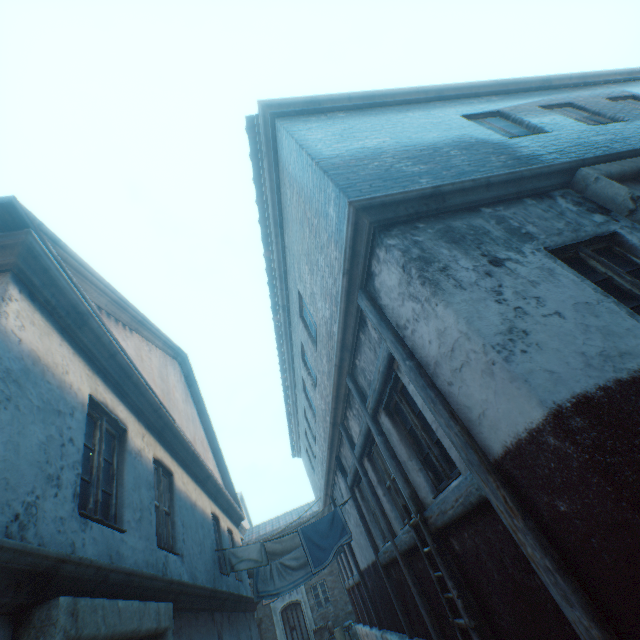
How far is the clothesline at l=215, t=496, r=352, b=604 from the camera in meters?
7.2

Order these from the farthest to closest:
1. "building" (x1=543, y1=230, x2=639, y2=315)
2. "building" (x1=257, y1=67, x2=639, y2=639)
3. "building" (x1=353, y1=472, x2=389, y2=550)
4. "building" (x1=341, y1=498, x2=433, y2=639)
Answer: "building" (x1=353, y1=472, x2=389, y2=550) → "building" (x1=341, y1=498, x2=433, y2=639) → "building" (x1=543, y1=230, x2=639, y2=315) → "building" (x1=257, y1=67, x2=639, y2=639)

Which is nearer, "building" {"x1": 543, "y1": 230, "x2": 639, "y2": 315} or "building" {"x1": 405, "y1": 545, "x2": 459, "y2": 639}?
"building" {"x1": 543, "y1": 230, "x2": 639, "y2": 315}

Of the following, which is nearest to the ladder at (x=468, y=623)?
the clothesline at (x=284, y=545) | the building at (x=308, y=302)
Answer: the building at (x=308, y=302)

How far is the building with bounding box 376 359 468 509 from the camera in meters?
3.5

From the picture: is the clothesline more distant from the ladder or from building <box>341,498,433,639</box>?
the ladder

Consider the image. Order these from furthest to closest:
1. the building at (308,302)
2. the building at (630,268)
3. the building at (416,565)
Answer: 1. the building at (416,565)
2. the building at (630,268)
3. the building at (308,302)

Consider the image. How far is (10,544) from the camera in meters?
1.8
